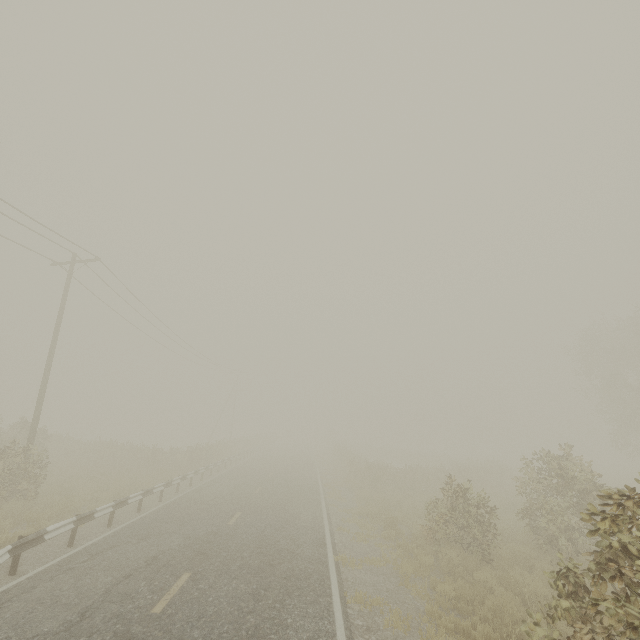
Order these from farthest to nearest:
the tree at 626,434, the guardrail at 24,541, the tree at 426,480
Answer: the tree at 626,434 → the guardrail at 24,541 → the tree at 426,480

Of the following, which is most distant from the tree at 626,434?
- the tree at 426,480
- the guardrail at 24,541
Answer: the guardrail at 24,541

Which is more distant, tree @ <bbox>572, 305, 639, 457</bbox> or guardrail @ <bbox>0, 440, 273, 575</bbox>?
tree @ <bbox>572, 305, 639, 457</bbox>

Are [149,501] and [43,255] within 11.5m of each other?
no

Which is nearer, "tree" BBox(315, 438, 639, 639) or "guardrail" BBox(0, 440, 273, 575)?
"tree" BBox(315, 438, 639, 639)

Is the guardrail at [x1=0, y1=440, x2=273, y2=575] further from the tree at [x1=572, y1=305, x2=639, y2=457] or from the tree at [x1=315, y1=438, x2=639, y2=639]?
the tree at [x1=572, y1=305, x2=639, y2=457]

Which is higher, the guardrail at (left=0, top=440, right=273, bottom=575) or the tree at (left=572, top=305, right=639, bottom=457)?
the tree at (left=572, top=305, right=639, bottom=457)

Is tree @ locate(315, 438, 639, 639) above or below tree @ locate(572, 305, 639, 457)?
below
